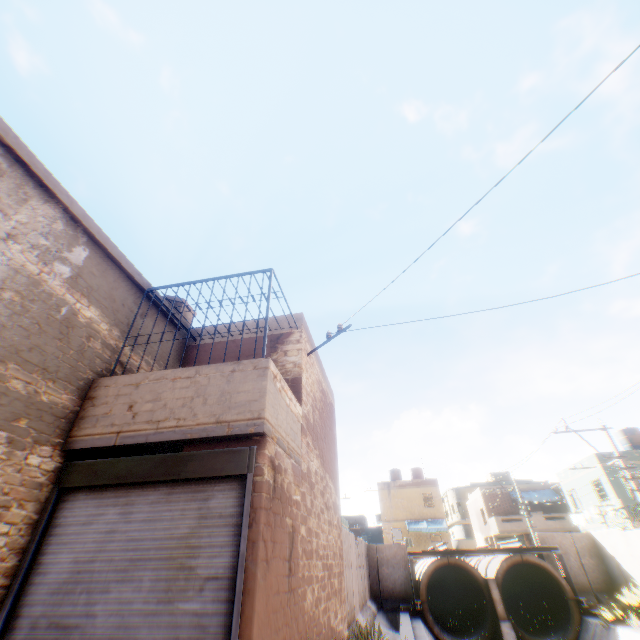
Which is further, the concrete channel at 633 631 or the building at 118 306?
the concrete channel at 633 631

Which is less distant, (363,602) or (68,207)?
(68,207)

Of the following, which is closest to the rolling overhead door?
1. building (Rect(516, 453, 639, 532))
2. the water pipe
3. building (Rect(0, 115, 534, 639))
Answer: building (Rect(0, 115, 534, 639))

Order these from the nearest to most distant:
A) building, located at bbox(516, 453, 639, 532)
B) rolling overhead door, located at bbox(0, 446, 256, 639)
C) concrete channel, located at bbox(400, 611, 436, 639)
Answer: rolling overhead door, located at bbox(0, 446, 256, 639)
concrete channel, located at bbox(400, 611, 436, 639)
building, located at bbox(516, 453, 639, 532)

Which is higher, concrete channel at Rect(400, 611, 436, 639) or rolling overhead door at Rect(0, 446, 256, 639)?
rolling overhead door at Rect(0, 446, 256, 639)

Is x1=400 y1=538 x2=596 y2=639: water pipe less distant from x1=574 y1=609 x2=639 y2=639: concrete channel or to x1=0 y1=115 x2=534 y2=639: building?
x1=574 y1=609 x2=639 y2=639: concrete channel

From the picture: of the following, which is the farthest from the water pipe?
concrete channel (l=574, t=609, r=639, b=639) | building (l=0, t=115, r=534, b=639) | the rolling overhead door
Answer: the rolling overhead door

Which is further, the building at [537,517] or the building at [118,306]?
the building at [537,517]
